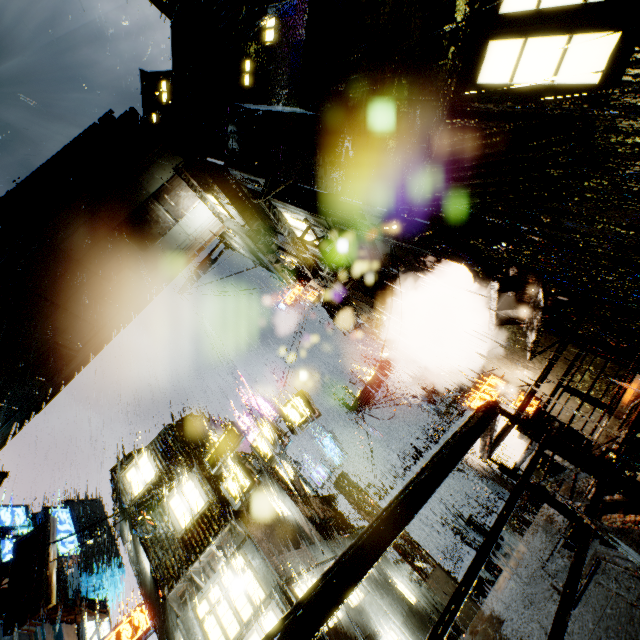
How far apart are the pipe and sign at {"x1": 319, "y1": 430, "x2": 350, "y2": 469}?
9.67m

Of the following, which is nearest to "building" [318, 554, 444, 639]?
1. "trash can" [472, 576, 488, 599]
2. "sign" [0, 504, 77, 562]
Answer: "sign" [0, 504, 77, 562]

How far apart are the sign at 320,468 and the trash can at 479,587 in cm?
927

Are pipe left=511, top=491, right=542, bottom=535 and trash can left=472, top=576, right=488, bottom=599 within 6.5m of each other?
yes

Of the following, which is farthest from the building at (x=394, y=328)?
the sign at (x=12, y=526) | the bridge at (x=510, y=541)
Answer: the sign at (x=12, y=526)

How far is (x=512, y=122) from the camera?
6.1m

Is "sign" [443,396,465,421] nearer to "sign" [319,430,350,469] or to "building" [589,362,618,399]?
"building" [589,362,618,399]

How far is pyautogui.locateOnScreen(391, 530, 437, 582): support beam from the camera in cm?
1730
